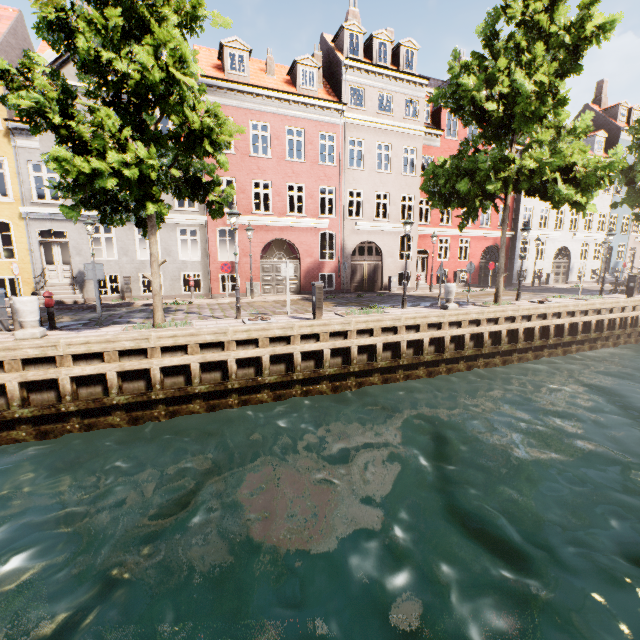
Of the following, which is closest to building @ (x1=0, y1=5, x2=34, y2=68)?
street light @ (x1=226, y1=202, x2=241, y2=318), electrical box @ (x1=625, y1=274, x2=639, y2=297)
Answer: electrical box @ (x1=625, y1=274, x2=639, y2=297)

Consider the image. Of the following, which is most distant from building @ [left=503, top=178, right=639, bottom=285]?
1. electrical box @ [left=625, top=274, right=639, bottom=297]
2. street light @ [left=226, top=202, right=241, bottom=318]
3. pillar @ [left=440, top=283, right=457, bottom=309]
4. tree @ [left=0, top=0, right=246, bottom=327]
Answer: street light @ [left=226, top=202, right=241, bottom=318]

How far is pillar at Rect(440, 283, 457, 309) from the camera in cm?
1316

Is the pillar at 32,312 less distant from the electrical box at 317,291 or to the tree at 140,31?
Answer: the tree at 140,31

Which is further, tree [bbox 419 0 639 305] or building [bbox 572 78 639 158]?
building [bbox 572 78 639 158]

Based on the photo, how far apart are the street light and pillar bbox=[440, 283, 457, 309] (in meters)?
8.23

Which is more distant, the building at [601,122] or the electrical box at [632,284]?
the building at [601,122]

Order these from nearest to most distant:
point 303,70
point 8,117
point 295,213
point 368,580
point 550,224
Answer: point 368,580, point 8,117, point 303,70, point 295,213, point 550,224
